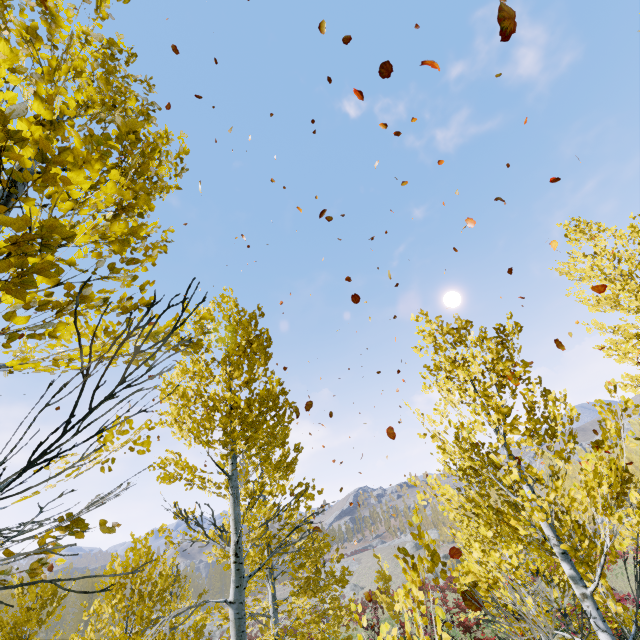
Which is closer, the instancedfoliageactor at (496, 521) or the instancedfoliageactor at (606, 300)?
the instancedfoliageactor at (496, 521)

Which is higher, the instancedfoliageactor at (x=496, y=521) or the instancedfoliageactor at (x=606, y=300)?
the instancedfoliageactor at (x=606, y=300)

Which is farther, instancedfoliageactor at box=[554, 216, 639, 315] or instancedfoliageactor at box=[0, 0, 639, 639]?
instancedfoliageactor at box=[554, 216, 639, 315]

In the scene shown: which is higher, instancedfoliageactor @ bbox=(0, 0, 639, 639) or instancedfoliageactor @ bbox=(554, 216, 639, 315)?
instancedfoliageactor @ bbox=(554, 216, 639, 315)

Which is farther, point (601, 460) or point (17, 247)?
point (601, 460)
